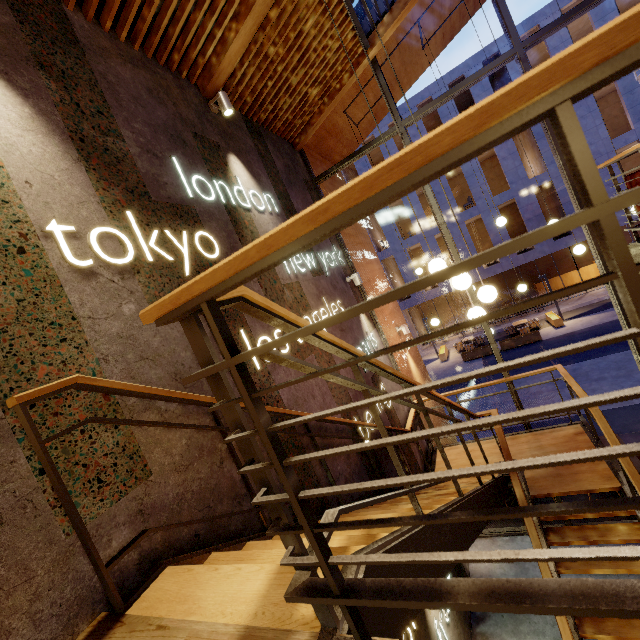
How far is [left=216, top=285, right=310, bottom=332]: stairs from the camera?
1.1 meters

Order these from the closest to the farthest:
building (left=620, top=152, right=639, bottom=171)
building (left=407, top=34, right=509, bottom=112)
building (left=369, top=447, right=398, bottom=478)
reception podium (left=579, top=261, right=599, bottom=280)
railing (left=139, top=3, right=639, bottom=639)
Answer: railing (left=139, top=3, right=639, bottom=639) < building (left=369, top=447, right=398, bottom=478) < building (left=407, top=34, right=509, bottom=112) < building (left=620, top=152, right=639, bottom=171) < reception podium (left=579, top=261, right=599, bottom=280)

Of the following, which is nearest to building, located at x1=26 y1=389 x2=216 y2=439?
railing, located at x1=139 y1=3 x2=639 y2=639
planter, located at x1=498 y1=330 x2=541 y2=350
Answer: railing, located at x1=139 y1=3 x2=639 y2=639

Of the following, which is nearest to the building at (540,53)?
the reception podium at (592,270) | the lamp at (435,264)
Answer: the reception podium at (592,270)

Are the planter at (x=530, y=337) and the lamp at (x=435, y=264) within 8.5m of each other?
no

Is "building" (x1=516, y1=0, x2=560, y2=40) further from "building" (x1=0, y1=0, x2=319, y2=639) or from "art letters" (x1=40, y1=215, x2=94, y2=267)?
"art letters" (x1=40, y1=215, x2=94, y2=267)

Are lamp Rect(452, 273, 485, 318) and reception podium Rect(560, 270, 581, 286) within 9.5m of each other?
no

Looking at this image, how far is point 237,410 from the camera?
1.0m
